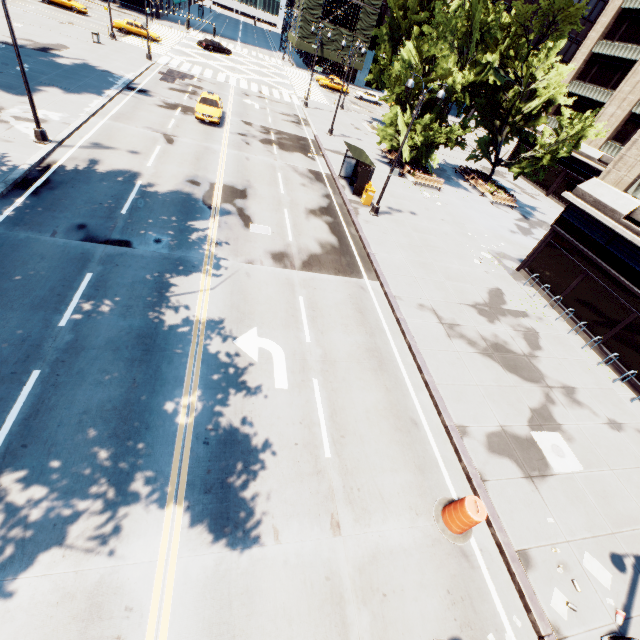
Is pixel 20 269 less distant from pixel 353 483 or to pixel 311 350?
pixel 311 350

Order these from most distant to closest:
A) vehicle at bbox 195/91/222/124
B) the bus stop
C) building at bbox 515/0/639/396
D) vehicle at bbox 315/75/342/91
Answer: vehicle at bbox 315/75/342/91 < vehicle at bbox 195/91/222/124 < the bus stop < building at bbox 515/0/639/396

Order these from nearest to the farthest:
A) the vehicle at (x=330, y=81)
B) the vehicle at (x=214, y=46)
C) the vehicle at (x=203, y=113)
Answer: the vehicle at (x=203, y=113) → the vehicle at (x=214, y=46) → the vehicle at (x=330, y=81)

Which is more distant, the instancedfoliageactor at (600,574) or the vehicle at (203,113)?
the vehicle at (203,113)

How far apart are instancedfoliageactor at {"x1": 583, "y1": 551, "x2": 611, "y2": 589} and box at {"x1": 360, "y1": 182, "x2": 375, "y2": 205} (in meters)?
19.82

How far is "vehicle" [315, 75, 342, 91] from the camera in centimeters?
5291cm

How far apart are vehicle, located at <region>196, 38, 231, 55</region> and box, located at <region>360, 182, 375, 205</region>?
43.9 meters

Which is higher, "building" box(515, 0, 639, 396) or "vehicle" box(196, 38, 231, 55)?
"building" box(515, 0, 639, 396)
